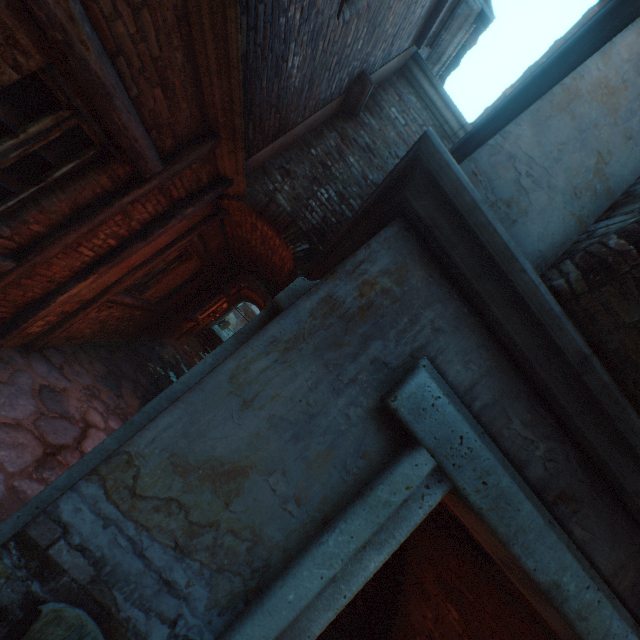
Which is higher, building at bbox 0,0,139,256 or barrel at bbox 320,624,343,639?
building at bbox 0,0,139,256

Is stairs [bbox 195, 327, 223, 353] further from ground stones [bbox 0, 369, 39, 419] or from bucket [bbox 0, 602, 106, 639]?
bucket [bbox 0, 602, 106, 639]

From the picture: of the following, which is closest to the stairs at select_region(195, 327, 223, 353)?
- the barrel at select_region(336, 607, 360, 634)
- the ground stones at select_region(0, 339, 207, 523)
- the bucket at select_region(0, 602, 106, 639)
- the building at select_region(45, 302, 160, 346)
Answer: the ground stones at select_region(0, 339, 207, 523)

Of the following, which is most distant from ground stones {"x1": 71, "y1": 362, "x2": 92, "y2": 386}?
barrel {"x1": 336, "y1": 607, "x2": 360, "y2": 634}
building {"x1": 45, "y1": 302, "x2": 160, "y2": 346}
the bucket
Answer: barrel {"x1": 336, "y1": 607, "x2": 360, "y2": 634}

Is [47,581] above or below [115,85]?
below

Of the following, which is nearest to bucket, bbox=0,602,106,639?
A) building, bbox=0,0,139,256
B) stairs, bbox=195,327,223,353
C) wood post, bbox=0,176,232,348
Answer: building, bbox=0,0,139,256

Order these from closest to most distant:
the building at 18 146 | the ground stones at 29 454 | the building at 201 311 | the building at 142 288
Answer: the building at 18 146
the ground stones at 29 454
the building at 142 288
the building at 201 311

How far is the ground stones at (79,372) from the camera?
5.4 meters
